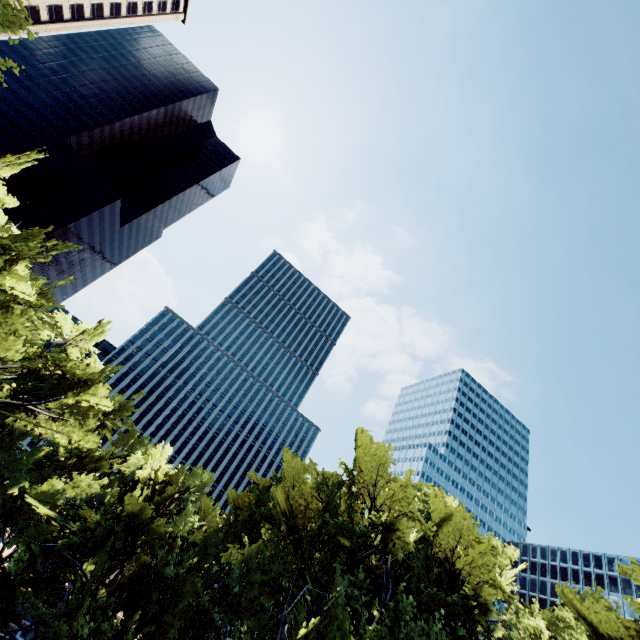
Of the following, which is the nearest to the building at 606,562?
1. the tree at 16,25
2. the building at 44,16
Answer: the tree at 16,25

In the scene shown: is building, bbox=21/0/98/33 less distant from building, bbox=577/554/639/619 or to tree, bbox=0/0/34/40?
Answer: tree, bbox=0/0/34/40

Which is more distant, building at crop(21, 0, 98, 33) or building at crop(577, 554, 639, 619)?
building at crop(577, 554, 639, 619)

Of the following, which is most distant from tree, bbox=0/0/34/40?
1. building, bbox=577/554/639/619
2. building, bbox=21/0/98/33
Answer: → building, bbox=577/554/639/619

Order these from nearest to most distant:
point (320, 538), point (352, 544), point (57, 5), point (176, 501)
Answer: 1. point (320, 538)
2. point (352, 544)
3. point (176, 501)
4. point (57, 5)

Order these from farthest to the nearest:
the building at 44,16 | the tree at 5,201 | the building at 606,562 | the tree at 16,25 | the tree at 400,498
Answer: the building at 606,562 → the building at 44,16 → the tree at 5,201 → the tree at 400,498 → the tree at 16,25
